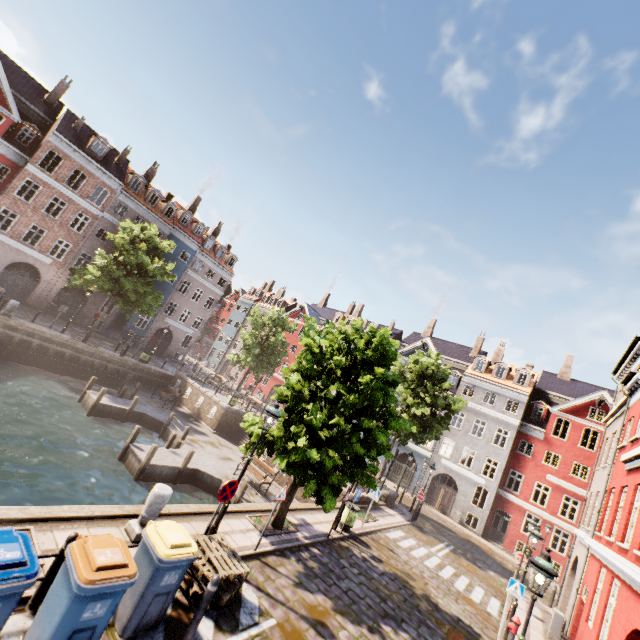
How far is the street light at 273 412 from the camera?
8.39m

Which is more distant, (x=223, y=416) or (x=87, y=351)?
(x=223, y=416)

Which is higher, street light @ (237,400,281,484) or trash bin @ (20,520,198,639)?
street light @ (237,400,281,484)

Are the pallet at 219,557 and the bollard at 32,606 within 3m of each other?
yes

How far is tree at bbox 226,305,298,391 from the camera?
33.62m

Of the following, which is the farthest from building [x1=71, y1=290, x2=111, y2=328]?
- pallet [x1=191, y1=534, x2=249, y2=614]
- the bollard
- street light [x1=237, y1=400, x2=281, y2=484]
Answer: the bollard

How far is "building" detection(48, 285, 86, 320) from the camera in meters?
29.8

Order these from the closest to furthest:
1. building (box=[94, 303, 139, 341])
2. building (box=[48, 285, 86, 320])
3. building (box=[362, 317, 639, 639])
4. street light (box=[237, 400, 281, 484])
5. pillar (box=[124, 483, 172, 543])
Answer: pillar (box=[124, 483, 172, 543]) → street light (box=[237, 400, 281, 484]) → building (box=[362, 317, 639, 639]) → building (box=[48, 285, 86, 320]) → building (box=[94, 303, 139, 341])
